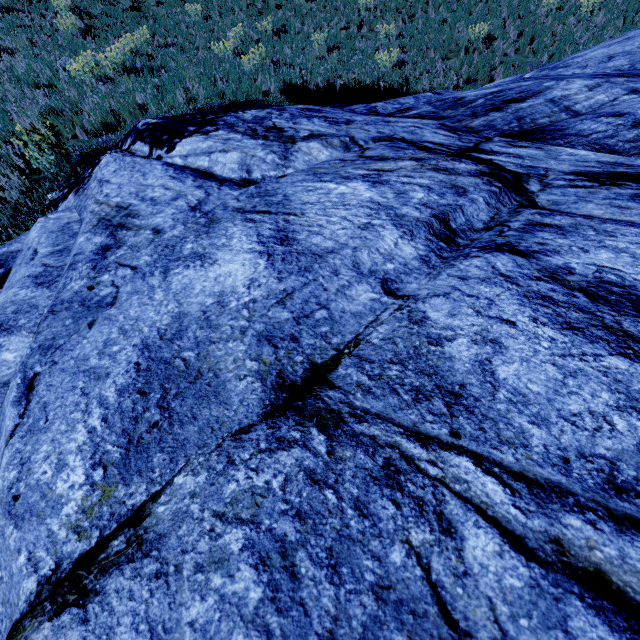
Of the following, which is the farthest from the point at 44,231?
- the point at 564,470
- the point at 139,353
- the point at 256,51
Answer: the point at 256,51
